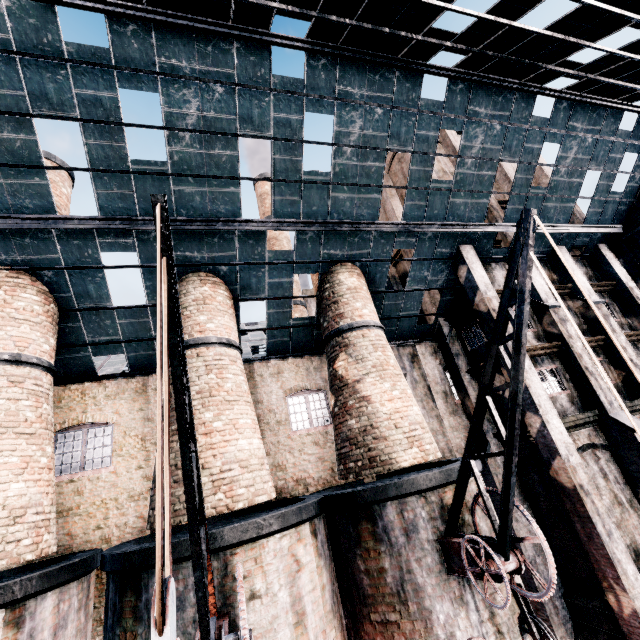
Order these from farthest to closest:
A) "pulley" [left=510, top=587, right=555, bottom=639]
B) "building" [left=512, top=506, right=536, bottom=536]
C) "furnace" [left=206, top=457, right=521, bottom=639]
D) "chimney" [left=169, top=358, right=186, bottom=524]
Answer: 1. "building" [left=512, top=506, right=536, bottom=536]
2. "chimney" [left=169, top=358, right=186, bottom=524]
3. "furnace" [left=206, top=457, right=521, bottom=639]
4. "pulley" [left=510, top=587, right=555, bottom=639]

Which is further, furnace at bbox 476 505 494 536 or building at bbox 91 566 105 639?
building at bbox 91 566 105 639

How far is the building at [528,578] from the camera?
13.05m

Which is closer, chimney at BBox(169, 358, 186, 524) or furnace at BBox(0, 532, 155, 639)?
furnace at BBox(0, 532, 155, 639)

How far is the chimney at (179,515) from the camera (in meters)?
8.75

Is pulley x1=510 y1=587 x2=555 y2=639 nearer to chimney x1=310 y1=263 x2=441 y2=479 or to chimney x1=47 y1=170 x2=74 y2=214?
chimney x1=310 y1=263 x2=441 y2=479

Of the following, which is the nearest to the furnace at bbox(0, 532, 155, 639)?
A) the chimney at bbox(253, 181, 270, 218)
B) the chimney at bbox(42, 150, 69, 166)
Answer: the chimney at bbox(42, 150, 69, 166)

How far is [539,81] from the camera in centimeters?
1356cm
